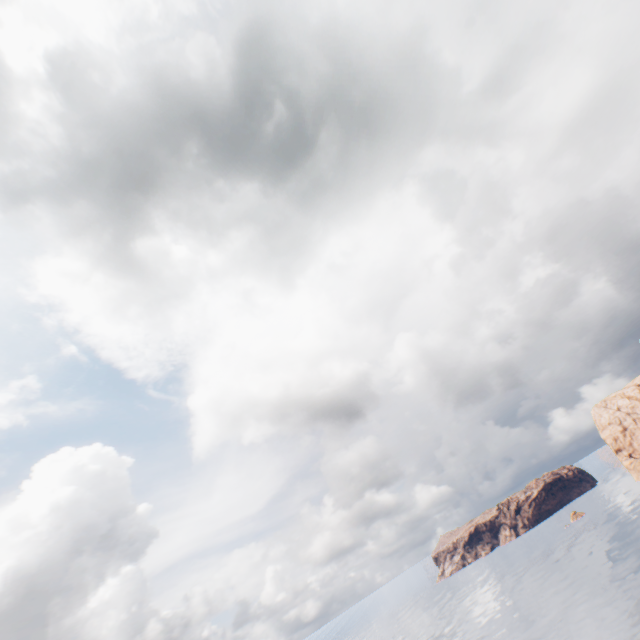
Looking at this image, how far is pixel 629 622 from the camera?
47.7m
